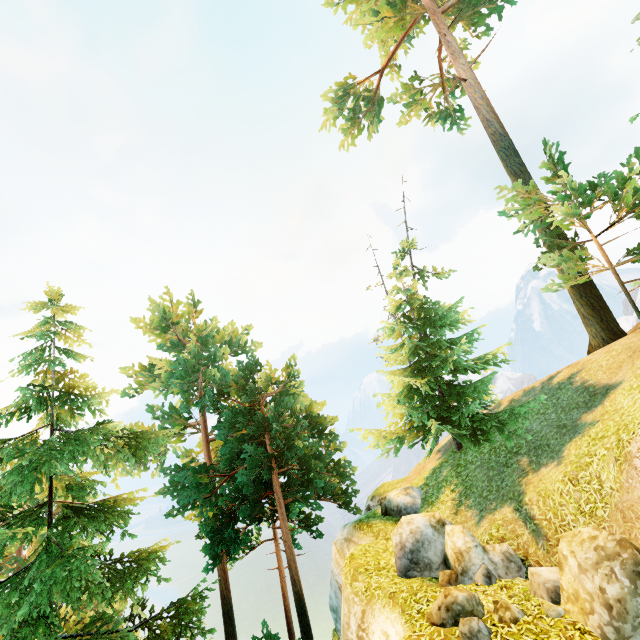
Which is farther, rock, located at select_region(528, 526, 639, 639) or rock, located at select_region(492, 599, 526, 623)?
rock, located at select_region(492, 599, 526, 623)

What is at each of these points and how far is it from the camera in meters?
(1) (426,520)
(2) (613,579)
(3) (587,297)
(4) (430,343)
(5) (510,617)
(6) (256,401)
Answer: Result:
(1) rock, 9.9 m
(2) rock, 5.7 m
(3) tree, 13.9 m
(4) tree, 15.8 m
(5) rock, 6.4 m
(6) tree, 23.9 m

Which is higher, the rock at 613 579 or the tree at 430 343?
the tree at 430 343

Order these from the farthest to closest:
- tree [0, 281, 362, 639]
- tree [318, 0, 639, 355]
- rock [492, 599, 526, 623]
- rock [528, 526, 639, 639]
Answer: tree [318, 0, 639, 355] → tree [0, 281, 362, 639] → rock [492, 599, 526, 623] → rock [528, 526, 639, 639]

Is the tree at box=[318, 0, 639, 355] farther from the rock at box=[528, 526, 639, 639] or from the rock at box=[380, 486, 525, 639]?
the rock at box=[528, 526, 639, 639]

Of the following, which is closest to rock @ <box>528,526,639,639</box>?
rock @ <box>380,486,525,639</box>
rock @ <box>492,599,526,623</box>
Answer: rock @ <box>492,599,526,623</box>

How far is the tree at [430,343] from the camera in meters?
12.8 m
